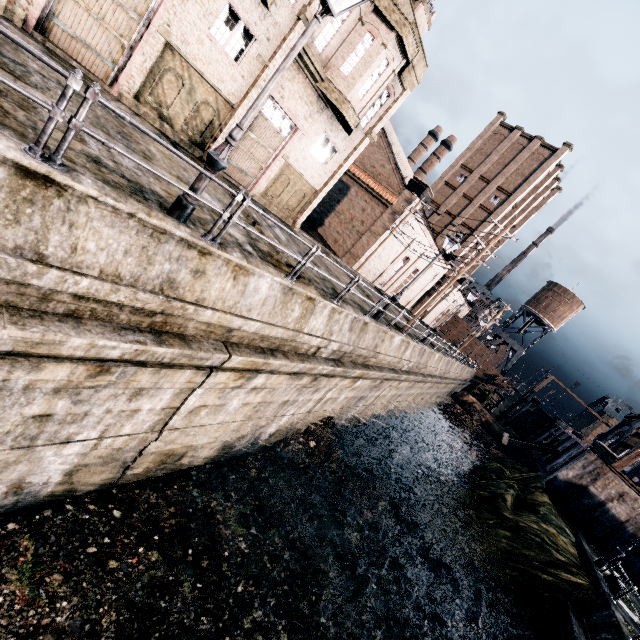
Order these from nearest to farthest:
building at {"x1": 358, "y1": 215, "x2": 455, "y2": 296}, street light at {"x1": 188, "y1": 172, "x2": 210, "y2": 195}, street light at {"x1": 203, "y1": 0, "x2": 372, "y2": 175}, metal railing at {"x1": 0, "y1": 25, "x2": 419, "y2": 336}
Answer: metal railing at {"x1": 0, "y1": 25, "x2": 419, "y2": 336} → street light at {"x1": 203, "y1": 0, "x2": 372, "y2": 175} → street light at {"x1": 188, "y1": 172, "x2": 210, "y2": 195} → building at {"x1": 358, "y1": 215, "x2": 455, "y2": 296}

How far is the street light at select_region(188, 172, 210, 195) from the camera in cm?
660

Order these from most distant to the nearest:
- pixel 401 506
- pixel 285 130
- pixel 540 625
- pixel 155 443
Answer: pixel 401 506, pixel 285 130, pixel 540 625, pixel 155 443

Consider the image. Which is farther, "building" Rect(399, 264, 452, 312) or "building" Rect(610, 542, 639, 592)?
"building" Rect(399, 264, 452, 312)

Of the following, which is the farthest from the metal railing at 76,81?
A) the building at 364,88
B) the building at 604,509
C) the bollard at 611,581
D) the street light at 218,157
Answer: the bollard at 611,581

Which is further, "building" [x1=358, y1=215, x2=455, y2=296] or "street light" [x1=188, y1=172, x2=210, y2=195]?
"building" [x1=358, y1=215, x2=455, y2=296]

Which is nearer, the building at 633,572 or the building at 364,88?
the building at 364,88

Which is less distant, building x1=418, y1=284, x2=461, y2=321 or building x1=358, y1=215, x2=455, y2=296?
building x1=358, y1=215, x2=455, y2=296
